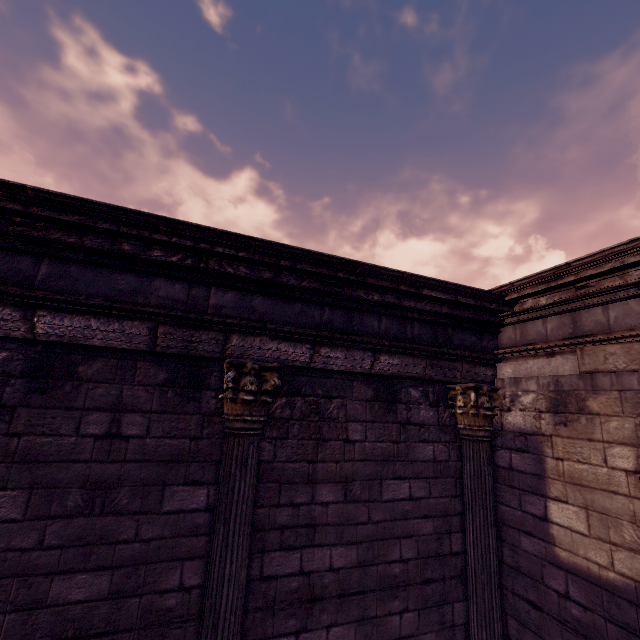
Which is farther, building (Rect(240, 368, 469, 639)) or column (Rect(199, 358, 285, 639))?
building (Rect(240, 368, 469, 639))

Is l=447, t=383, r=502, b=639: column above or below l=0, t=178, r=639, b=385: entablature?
below

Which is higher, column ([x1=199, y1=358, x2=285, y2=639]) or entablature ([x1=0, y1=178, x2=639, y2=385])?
entablature ([x1=0, y1=178, x2=639, y2=385])

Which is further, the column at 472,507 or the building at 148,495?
the column at 472,507

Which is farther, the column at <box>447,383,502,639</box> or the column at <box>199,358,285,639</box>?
the column at <box>447,383,502,639</box>

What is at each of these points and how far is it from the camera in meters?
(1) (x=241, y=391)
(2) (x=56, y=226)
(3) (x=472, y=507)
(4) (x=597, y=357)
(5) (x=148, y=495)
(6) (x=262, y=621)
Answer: (1) column, 3.3
(2) entablature, 2.9
(3) column, 4.2
(4) building, 3.4
(5) building, 3.1
(6) building, 3.3

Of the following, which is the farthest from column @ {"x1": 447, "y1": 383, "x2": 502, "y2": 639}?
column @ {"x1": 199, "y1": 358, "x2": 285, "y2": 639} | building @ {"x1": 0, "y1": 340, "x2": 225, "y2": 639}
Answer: column @ {"x1": 199, "y1": 358, "x2": 285, "y2": 639}
